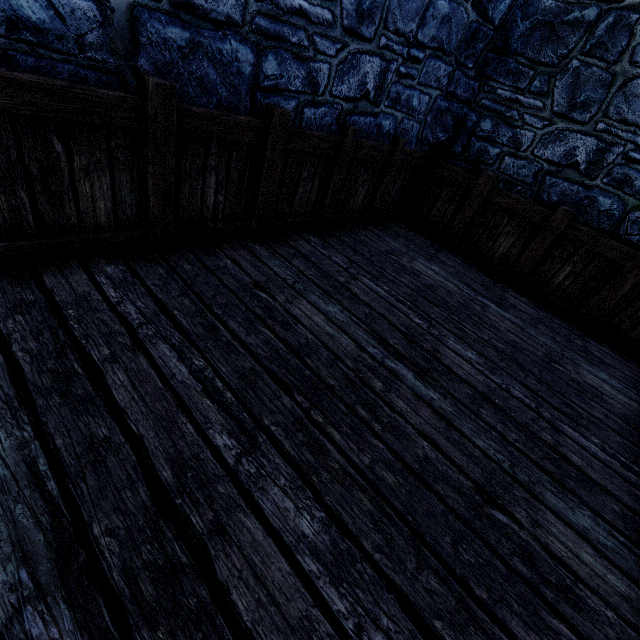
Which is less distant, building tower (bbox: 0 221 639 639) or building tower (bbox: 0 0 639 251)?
building tower (bbox: 0 221 639 639)

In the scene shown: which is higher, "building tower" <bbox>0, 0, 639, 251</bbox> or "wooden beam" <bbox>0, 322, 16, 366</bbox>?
"building tower" <bbox>0, 0, 639, 251</bbox>

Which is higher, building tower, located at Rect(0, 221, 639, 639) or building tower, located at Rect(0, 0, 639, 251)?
building tower, located at Rect(0, 0, 639, 251)

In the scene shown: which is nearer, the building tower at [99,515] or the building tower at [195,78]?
the building tower at [99,515]

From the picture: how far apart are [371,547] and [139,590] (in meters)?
0.86

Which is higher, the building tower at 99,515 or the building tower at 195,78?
the building tower at 195,78

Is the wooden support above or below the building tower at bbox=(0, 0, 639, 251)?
below
